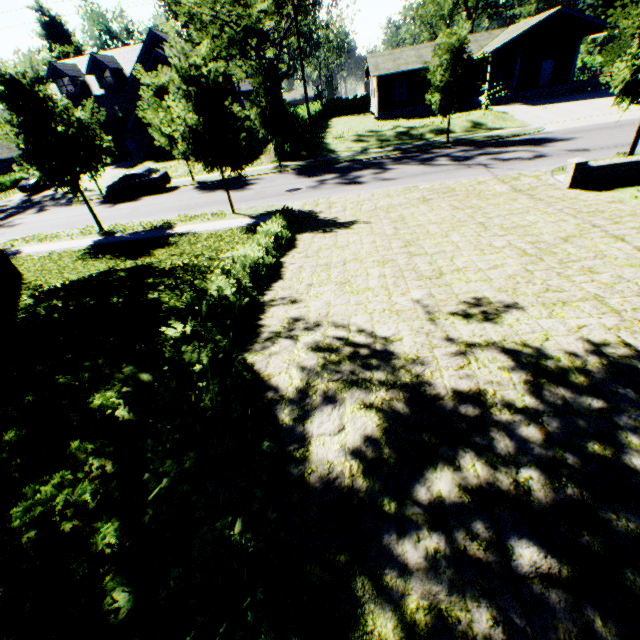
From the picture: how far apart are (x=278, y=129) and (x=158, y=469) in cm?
2502

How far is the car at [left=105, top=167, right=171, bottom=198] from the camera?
23.2 meters

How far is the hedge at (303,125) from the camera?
25.95m

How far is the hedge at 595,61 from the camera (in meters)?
53.25

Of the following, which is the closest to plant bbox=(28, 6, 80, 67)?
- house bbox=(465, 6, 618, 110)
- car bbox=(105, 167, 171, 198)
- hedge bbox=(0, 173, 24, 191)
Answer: hedge bbox=(0, 173, 24, 191)

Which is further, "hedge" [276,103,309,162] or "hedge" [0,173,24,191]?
"hedge" [0,173,24,191]

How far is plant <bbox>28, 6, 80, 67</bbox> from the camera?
53.09m

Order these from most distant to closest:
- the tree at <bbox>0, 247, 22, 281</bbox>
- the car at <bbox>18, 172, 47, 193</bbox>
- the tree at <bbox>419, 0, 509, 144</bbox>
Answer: the car at <bbox>18, 172, 47, 193</bbox>
the tree at <bbox>419, 0, 509, 144</bbox>
the tree at <bbox>0, 247, 22, 281</bbox>
